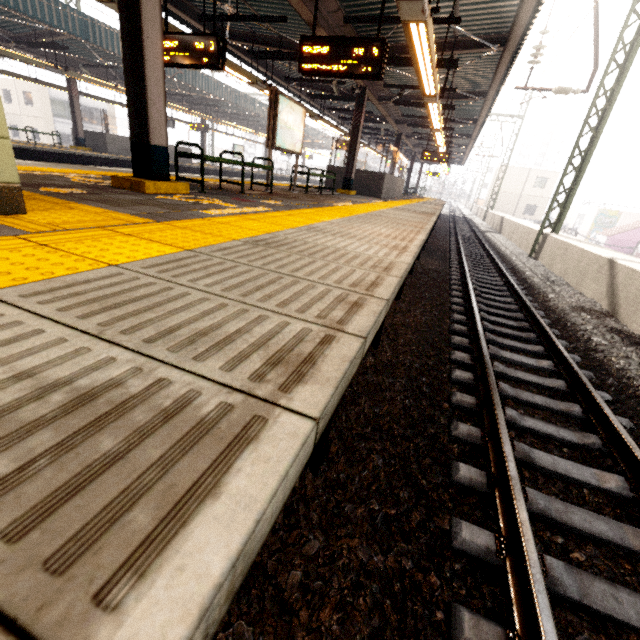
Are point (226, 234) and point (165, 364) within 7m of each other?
yes

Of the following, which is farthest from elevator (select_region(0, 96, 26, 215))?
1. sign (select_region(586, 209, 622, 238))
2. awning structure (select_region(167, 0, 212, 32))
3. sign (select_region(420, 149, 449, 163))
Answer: sign (select_region(586, 209, 622, 238))

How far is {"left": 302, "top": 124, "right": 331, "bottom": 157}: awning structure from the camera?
31.35m

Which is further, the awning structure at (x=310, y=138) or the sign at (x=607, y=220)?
the sign at (x=607, y=220)

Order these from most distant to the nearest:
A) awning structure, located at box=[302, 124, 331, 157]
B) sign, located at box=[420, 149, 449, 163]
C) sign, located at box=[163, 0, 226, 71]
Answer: awning structure, located at box=[302, 124, 331, 157]
sign, located at box=[420, 149, 449, 163]
sign, located at box=[163, 0, 226, 71]

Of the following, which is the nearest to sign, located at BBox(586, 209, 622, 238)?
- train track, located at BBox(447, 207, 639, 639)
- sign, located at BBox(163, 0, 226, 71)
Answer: train track, located at BBox(447, 207, 639, 639)

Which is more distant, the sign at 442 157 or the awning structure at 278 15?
the sign at 442 157

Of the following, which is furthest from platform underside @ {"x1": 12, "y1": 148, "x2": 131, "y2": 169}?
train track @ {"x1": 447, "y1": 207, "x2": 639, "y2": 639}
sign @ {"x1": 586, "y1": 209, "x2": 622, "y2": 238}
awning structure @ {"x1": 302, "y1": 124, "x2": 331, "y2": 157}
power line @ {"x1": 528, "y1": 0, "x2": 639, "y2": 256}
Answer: sign @ {"x1": 586, "y1": 209, "x2": 622, "y2": 238}
